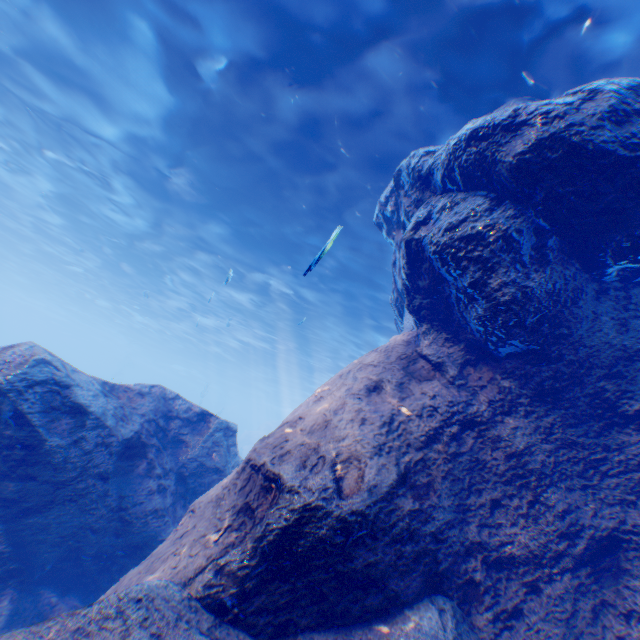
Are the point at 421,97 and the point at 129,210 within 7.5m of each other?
no

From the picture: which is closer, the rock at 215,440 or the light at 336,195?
the rock at 215,440

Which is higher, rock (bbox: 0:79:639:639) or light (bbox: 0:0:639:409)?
light (bbox: 0:0:639:409)

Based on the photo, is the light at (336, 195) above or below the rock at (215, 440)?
above

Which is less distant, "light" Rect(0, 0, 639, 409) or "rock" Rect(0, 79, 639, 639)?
"rock" Rect(0, 79, 639, 639)
